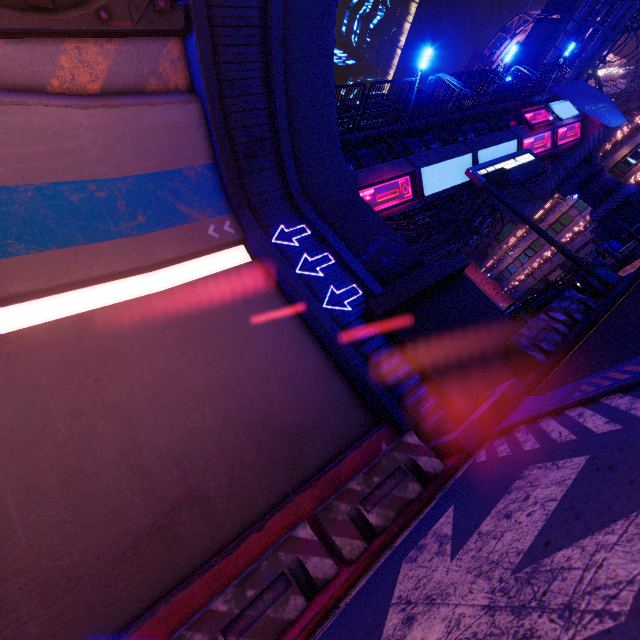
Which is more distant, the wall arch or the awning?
the awning

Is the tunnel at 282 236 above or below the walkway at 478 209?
below

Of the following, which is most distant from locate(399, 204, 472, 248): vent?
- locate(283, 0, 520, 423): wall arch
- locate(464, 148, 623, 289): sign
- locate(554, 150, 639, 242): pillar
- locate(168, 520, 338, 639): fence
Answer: locate(168, 520, 338, 639): fence

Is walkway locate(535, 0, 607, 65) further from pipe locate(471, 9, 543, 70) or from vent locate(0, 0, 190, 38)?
vent locate(0, 0, 190, 38)

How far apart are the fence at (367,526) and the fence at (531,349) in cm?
392

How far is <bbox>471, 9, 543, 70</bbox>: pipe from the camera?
35.3m

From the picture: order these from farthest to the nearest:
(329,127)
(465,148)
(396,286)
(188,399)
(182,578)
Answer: (465,148)
(329,127)
(396,286)
(188,399)
(182,578)

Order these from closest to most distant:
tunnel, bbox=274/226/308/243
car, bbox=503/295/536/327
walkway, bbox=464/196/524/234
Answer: tunnel, bbox=274/226/308/243, car, bbox=503/295/536/327, walkway, bbox=464/196/524/234
